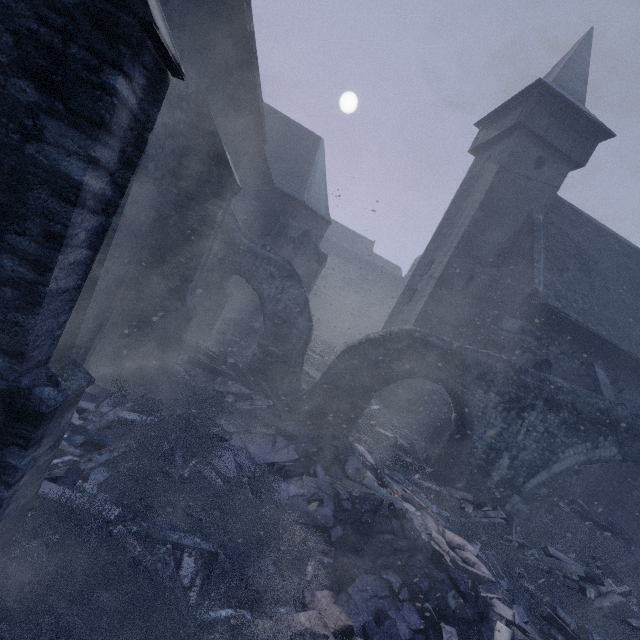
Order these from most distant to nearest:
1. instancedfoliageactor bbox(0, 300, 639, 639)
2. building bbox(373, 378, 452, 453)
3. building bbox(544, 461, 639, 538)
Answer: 1. building bbox(544, 461, 639, 538)
2. building bbox(373, 378, 452, 453)
3. instancedfoliageactor bbox(0, 300, 639, 639)

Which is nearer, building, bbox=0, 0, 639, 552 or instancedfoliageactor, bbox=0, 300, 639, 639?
building, bbox=0, 0, 639, 552

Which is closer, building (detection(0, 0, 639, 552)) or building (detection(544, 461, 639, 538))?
building (detection(0, 0, 639, 552))

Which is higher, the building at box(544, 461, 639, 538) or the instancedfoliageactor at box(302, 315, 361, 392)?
the building at box(544, 461, 639, 538)

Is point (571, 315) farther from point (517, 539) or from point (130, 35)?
point (130, 35)

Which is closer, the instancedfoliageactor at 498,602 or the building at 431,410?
the instancedfoliageactor at 498,602

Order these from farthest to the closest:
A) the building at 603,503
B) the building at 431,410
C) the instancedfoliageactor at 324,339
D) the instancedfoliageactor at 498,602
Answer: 1. the instancedfoliageactor at 324,339
2. the building at 603,503
3. the building at 431,410
4. the instancedfoliageactor at 498,602
